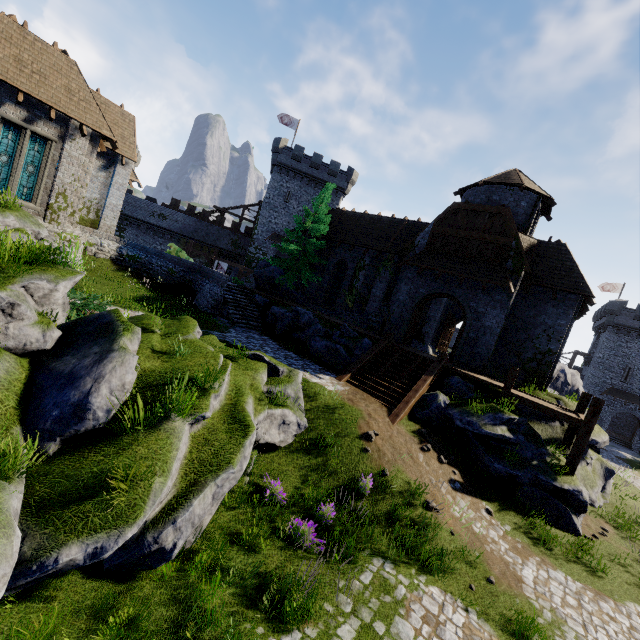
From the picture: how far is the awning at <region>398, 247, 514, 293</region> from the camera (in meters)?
16.77

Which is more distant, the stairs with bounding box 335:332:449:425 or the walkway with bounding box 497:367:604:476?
the stairs with bounding box 335:332:449:425

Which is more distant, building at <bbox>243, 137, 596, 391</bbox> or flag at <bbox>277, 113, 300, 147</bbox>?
flag at <bbox>277, 113, 300, 147</bbox>

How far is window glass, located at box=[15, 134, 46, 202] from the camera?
16.25m

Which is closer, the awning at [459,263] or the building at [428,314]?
the awning at [459,263]

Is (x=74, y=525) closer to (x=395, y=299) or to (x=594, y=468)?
(x=395, y=299)

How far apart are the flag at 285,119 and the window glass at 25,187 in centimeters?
3149cm

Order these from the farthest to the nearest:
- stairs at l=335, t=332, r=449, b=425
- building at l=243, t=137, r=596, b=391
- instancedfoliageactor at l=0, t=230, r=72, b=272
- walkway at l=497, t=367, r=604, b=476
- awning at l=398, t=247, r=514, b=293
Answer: building at l=243, t=137, r=596, b=391, awning at l=398, t=247, r=514, b=293, stairs at l=335, t=332, r=449, b=425, walkway at l=497, t=367, r=604, b=476, instancedfoliageactor at l=0, t=230, r=72, b=272
